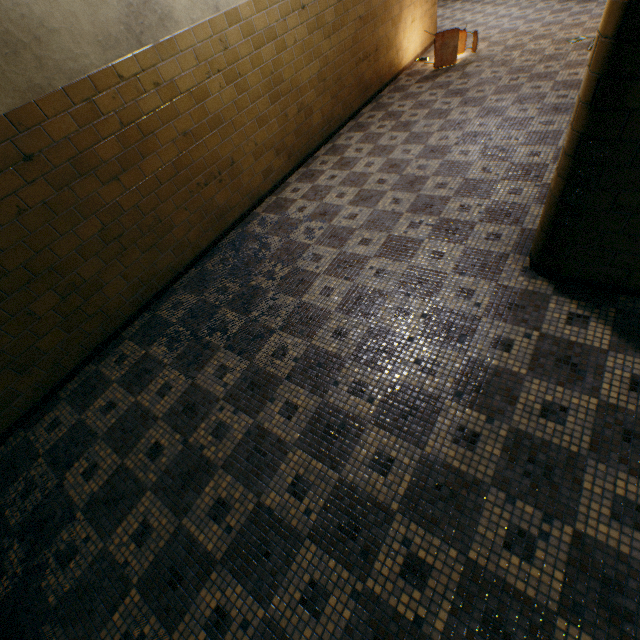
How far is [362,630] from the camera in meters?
1.6 m

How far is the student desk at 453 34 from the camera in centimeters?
606cm

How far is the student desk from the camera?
6.06m
